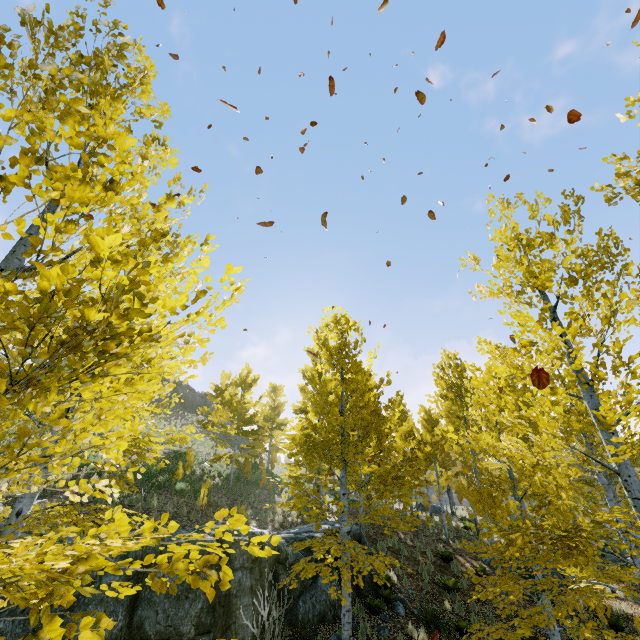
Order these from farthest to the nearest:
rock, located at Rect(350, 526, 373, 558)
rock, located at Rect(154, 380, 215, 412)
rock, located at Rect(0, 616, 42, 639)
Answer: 1. rock, located at Rect(154, 380, 215, 412)
2. rock, located at Rect(350, 526, 373, 558)
3. rock, located at Rect(0, 616, 42, 639)

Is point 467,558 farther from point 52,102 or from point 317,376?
point 52,102

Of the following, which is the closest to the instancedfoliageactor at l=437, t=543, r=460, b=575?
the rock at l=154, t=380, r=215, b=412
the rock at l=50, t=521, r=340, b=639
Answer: the rock at l=50, t=521, r=340, b=639

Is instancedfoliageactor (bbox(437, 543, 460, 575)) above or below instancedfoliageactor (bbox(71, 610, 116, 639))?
below

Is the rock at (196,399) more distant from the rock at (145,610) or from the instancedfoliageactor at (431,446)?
the rock at (145,610)

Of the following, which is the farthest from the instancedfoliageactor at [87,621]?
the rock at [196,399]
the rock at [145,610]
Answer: the rock at [196,399]
